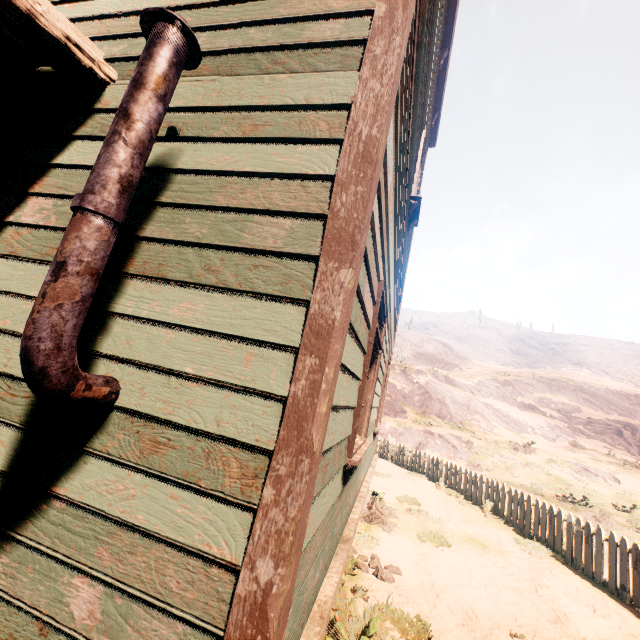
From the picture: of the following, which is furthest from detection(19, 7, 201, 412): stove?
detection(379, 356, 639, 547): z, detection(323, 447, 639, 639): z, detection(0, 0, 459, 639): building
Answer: detection(379, 356, 639, 547): z

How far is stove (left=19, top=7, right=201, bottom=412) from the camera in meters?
1.2

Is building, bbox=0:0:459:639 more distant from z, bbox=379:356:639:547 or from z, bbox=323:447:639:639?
z, bbox=379:356:639:547

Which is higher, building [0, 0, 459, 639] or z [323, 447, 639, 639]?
building [0, 0, 459, 639]

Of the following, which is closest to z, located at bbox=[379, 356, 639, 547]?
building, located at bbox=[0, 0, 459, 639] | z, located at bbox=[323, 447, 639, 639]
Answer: z, located at bbox=[323, 447, 639, 639]

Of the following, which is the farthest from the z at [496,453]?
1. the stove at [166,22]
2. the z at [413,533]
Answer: the stove at [166,22]

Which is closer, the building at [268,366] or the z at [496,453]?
the building at [268,366]

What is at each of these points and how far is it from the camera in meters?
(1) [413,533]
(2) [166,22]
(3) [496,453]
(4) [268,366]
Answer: (1) z, 6.5 m
(2) stove, 1.6 m
(3) z, 19.8 m
(4) building, 1.4 m
